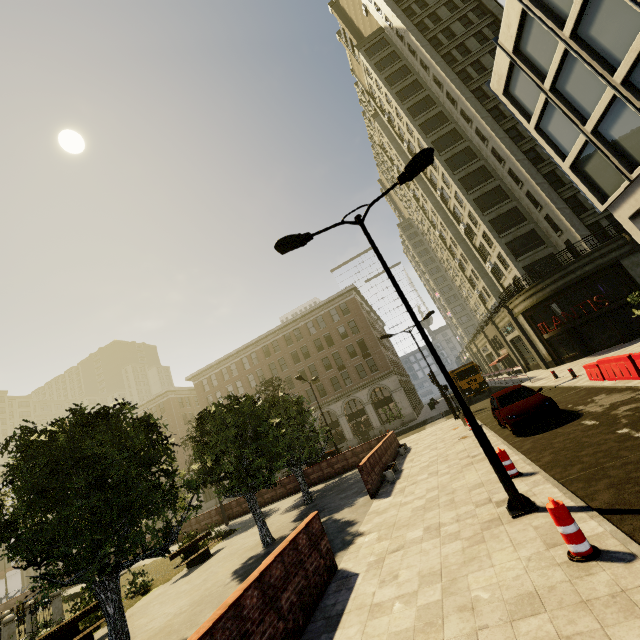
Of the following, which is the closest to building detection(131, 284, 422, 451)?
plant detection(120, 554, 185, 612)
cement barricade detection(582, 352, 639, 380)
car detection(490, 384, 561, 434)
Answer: cement barricade detection(582, 352, 639, 380)

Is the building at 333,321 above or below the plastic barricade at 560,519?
above

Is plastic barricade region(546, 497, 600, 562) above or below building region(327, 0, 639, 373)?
below

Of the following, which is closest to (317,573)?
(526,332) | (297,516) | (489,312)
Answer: (297,516)

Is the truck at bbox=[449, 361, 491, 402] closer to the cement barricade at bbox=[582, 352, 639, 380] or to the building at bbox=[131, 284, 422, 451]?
the building at bbox=[131, 284, 422, 451]

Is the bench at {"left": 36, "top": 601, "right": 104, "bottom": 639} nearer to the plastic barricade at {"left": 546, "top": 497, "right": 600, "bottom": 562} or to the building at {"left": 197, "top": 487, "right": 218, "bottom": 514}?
the plastic barricade at {"left": 546, "top": 497, "right": 600, "bottom": 562}

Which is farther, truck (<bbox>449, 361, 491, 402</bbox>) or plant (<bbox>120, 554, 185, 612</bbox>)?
truck (<bbox>449, 361, 491, 402</bbox>)

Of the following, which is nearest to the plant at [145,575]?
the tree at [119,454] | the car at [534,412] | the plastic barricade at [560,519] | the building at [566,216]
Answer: the tree at [119,454]
